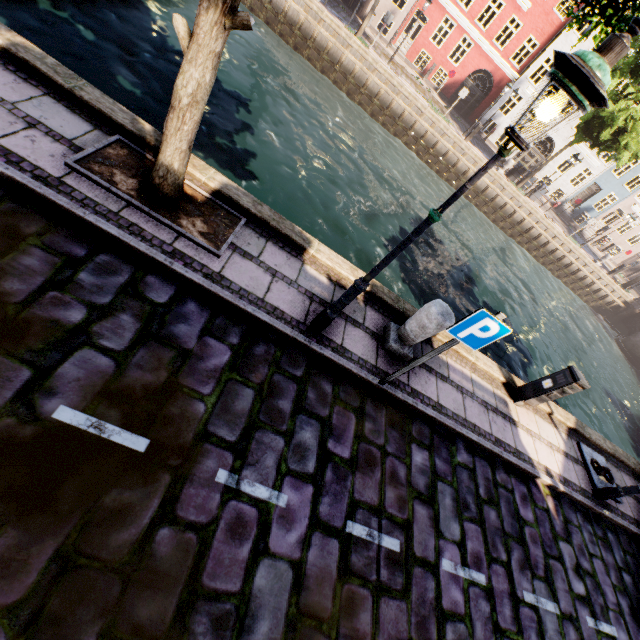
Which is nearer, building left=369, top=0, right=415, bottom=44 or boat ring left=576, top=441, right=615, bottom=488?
boat ring left=576, top=441, right=615, bottom=488

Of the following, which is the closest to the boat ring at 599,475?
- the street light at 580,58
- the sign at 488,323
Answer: the sign at 488,323

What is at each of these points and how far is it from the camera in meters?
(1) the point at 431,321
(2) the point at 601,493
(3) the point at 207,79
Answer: (1) pillar, 4.7
(2) street light, 6.5
(3) tree, 3.3

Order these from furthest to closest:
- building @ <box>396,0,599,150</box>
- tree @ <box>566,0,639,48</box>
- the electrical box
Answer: building @ <box>396,0,599,150</box>, the electrical box, tree @ <box>566,0,639,48</box>

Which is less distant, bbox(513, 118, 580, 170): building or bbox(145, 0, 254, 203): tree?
bbox(145, 0, 254, 203): tree

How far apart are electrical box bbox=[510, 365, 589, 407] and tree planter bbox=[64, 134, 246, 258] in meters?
6.4

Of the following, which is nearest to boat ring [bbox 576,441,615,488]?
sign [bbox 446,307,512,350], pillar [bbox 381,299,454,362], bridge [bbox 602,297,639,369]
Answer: pillar [bbox 381,299,454,362]

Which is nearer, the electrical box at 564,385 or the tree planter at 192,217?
Result: the tree planter at 192,217
